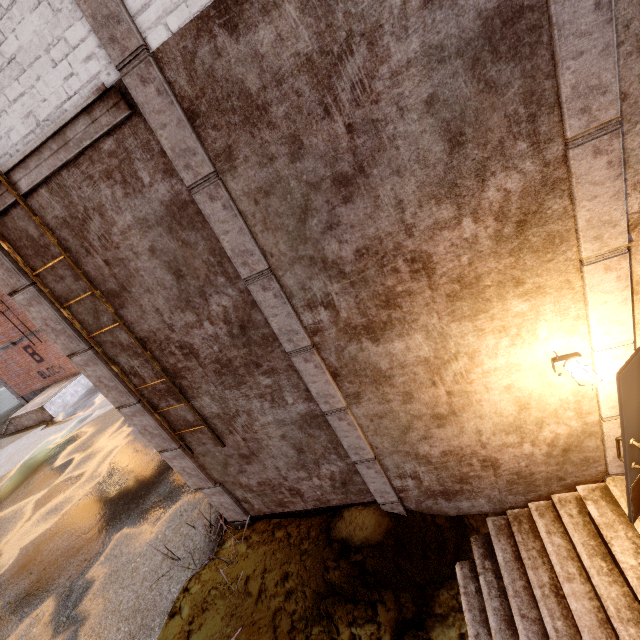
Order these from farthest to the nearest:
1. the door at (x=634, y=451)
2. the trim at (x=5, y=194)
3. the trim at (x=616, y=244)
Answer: the trim at (x=5, y=194) < the door at (x=634, y=451) < the trim at (x=616, y=244)

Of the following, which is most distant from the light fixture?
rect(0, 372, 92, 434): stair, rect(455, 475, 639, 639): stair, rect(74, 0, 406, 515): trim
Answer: rect(0, 372, 92, 434): stair

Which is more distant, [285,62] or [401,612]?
[401,612]

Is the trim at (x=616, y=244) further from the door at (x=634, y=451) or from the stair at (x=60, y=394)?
the stair at (x=60, y=394)

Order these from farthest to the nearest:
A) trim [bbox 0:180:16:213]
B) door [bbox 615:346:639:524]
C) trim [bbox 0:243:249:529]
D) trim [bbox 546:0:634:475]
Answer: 1. trim [bbox 0:243:249:529]
2. trim [bbox 0:180:16:213]
3. door [bbox 615:346:639:524]
4. trim [bbox 546:0:634:475]

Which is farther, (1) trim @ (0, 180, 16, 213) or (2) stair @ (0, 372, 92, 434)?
(2) stair @ (0, 372, 92, 434)

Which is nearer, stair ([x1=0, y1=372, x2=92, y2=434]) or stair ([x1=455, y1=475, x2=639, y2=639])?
stair ([x1=455, y1=475, x2=639, y2=639])
